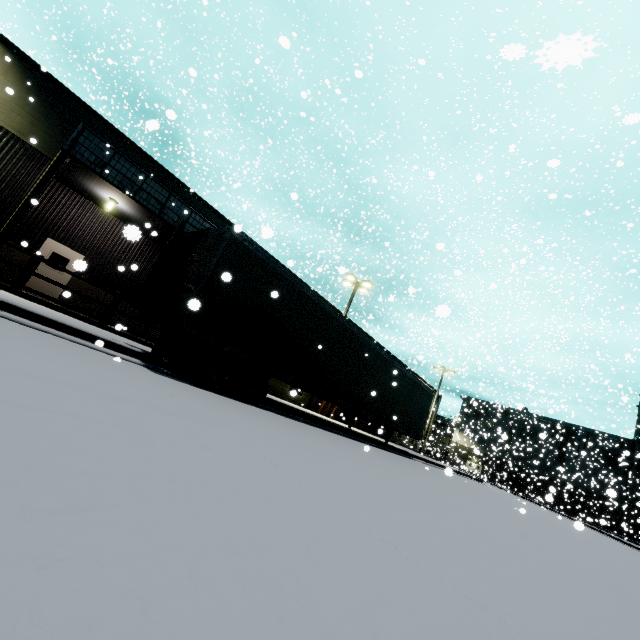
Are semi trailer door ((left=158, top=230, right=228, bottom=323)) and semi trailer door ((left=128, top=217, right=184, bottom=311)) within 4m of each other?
yes

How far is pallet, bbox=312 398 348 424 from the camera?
23.43m

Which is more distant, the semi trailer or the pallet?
the pallet

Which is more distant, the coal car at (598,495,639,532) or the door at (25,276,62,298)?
the coal car at (598,495,639,532)

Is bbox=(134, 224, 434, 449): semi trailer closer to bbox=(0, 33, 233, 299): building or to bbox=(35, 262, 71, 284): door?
bbox=(0, 33, 233, 299): building

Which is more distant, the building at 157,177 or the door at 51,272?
the door at 51,272

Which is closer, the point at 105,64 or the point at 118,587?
the point at 118,587

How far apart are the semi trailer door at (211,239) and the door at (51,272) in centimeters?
1027cm
